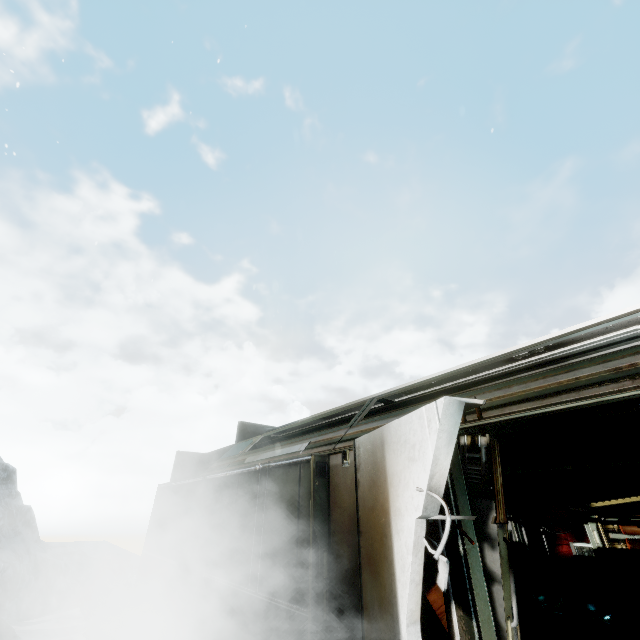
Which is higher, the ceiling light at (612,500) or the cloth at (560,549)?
the ceiling light at (612,500)

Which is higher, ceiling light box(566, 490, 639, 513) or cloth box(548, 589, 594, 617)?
ceiling light box(566, 490, 639, 513)

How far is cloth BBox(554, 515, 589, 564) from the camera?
9.0m

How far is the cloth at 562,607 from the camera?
7.7m

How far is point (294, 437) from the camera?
7.7 meters

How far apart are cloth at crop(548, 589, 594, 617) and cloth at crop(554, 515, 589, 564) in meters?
1.1 m

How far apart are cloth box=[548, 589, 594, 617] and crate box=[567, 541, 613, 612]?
0.6m

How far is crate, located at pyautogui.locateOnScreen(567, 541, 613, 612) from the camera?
7.9 meters
